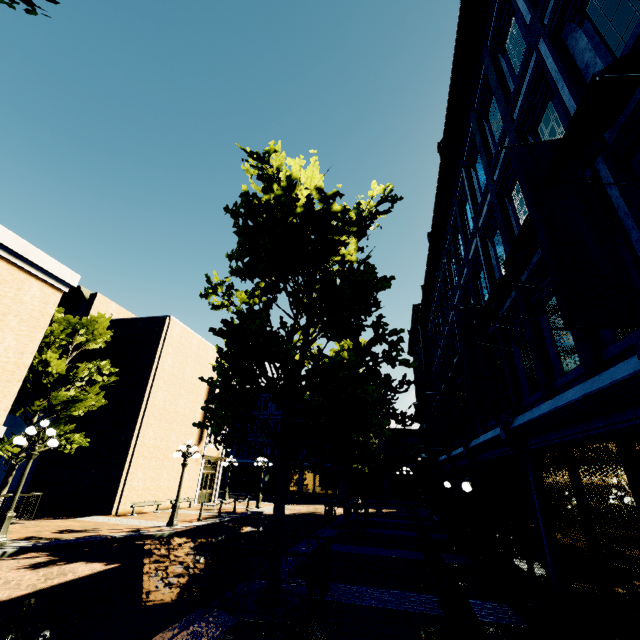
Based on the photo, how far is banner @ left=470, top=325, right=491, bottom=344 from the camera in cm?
841

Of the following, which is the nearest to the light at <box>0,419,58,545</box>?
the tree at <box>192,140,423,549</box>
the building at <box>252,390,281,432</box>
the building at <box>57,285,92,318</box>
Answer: the tree at <box>192,140,423,549</box>

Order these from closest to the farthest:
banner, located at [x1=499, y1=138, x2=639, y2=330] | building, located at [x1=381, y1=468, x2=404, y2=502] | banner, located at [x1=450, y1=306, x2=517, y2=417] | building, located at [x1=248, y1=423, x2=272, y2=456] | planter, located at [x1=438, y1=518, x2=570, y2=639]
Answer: banner, located at [x1=499, y1=138, x2=639, y2=330] < planter, located at [x1=438, y1=518, x2=570, y2=639] < banner, located at [x1=450, y1=306, x2=517, y2=417] < building, located at [x1=381, y1=468, x2=404, y2=502] < building, located at [x1=248, y1=423, x2=272, y2=456]

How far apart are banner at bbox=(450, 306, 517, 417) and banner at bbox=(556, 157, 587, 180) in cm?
480

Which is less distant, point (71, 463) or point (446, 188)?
point (446, 188)

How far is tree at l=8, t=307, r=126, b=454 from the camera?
15.07m

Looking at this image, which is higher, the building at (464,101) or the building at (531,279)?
the building at (464,101)

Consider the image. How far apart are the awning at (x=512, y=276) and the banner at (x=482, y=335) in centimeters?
189cm
